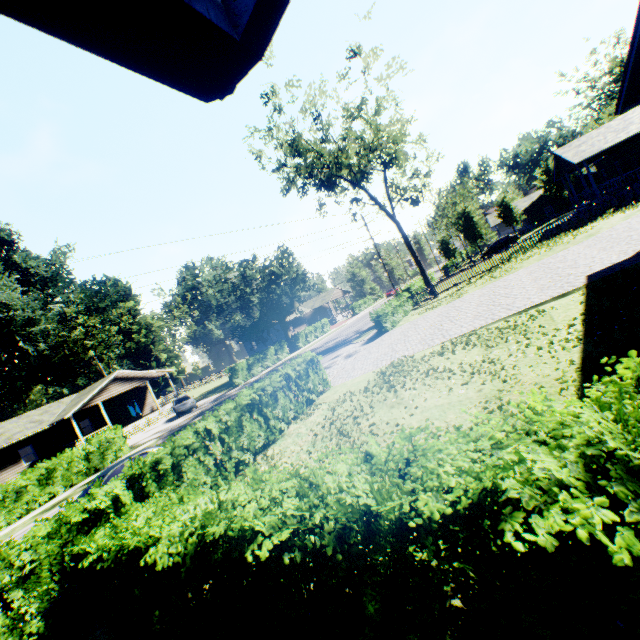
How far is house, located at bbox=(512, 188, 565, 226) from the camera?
50.16m

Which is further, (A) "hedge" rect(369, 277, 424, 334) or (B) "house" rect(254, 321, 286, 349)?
Result: (B) "house" rect(254, 321, 286, 349)

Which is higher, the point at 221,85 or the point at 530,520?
the point at 221,85

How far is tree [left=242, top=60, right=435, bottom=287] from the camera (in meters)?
24.85

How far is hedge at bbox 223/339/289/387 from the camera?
32.8 meters

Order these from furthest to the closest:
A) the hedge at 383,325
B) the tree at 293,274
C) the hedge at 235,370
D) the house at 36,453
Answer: the tree at 293,274 < the hedge at 235,370 < the house at 36,453 < the hedge at 383,325

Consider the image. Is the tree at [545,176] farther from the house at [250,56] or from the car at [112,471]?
the house at [250,56]

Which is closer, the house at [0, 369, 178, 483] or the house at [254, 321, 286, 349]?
the house at [0, 369, 178, 483]
